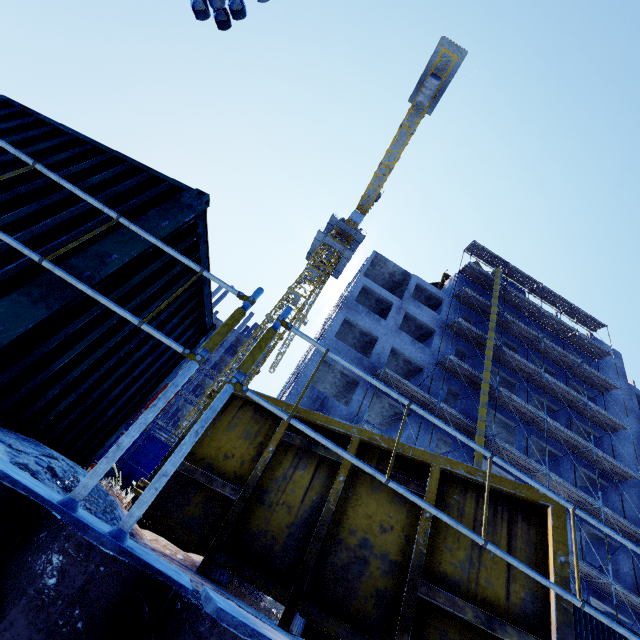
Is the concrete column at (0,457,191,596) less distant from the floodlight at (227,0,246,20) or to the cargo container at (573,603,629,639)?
the floodlight at (227,0,246,20)

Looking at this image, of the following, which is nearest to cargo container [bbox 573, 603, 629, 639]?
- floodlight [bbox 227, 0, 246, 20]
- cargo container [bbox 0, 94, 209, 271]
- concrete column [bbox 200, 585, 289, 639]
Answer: concrete column [bbox 200, 585, 289, 639]

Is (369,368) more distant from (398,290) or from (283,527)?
(283,527)

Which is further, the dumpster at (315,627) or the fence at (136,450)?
the fence at (136,450)

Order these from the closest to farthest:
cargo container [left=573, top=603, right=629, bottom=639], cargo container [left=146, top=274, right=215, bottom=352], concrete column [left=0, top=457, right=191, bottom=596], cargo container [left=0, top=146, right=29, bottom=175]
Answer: concrete column [left=0, top=457, right=191, bottom=596], cargo container [left=0, top=146, right=29, bottom=175], cargo container [left=146, top=274, right=215, bottom=352], cargo container [left=573, top=603, right=629, bottom=639]

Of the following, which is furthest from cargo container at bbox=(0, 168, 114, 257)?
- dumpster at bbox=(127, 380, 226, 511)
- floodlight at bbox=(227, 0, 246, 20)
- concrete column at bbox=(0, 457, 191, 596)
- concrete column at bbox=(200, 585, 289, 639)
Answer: floodlight at bbox=(227, 0, 246, 20)

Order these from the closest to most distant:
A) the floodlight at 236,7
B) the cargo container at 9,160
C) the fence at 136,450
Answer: the cargo container at 9,160
the floodlight at 236,7
the fence at 136,450

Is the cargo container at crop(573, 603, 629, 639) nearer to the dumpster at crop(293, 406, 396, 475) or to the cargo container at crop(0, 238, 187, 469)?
the dumpster at crop(293, 406, 396, 475)
